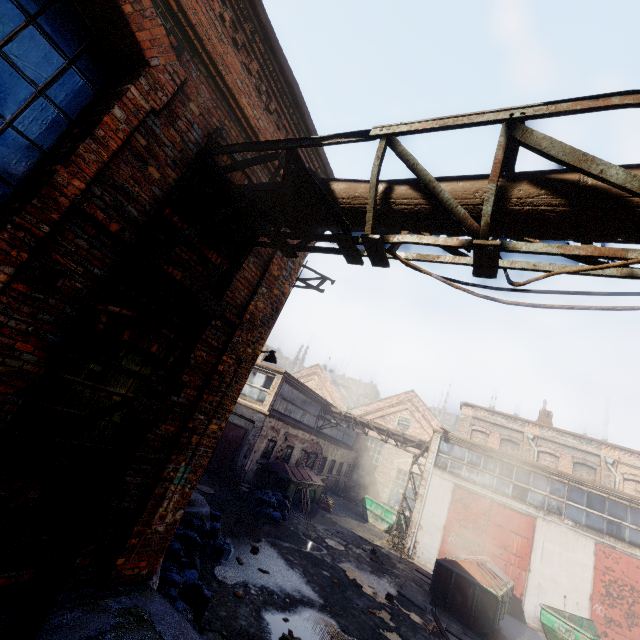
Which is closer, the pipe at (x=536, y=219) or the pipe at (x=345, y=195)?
the pipe at (x=536, y=219)

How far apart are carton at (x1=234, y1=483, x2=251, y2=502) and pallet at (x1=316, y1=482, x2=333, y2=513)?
6.6m

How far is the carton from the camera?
14.2 meters

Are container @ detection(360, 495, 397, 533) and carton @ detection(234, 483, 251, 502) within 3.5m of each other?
no

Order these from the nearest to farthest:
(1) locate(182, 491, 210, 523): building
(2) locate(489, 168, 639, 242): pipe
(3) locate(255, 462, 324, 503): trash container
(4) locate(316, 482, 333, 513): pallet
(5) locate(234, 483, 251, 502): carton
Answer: (2) locate(489, 168, 639, 242): pipe < (1) locate(182, 491, 210, 523): building < (5) locate(234, 483, 251, 502): carton < (3) locate(255, 462, 324, 503): trash container < (4) locate(316, 482, 333, 513): pallet

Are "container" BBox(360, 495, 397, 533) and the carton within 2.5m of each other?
no

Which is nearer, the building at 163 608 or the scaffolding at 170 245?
the scaffolding at 170 245

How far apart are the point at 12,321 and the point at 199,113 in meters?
3.2
